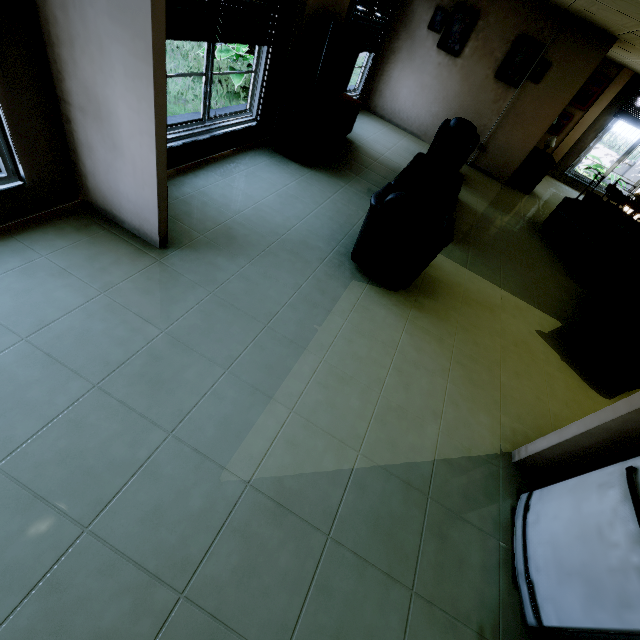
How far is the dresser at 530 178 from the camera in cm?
732

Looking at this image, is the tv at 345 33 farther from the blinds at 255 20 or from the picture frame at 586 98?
the picture frame at 586 98

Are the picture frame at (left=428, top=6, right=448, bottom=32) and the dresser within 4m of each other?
yes

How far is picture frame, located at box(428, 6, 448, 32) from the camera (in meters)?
6.39

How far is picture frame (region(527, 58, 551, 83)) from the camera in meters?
6.2

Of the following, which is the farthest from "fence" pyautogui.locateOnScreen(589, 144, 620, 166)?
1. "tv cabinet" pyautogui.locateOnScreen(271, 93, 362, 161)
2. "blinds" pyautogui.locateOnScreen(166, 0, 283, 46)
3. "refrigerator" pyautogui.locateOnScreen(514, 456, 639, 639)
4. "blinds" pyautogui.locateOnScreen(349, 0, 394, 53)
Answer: "refrigerator" pyautogui.locateOnScreen(514, 456, 639, 639)

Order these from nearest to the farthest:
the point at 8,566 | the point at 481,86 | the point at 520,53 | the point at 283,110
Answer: the point at 8,566
the point at 283,110
the point at 520,53
the point at 481,86
